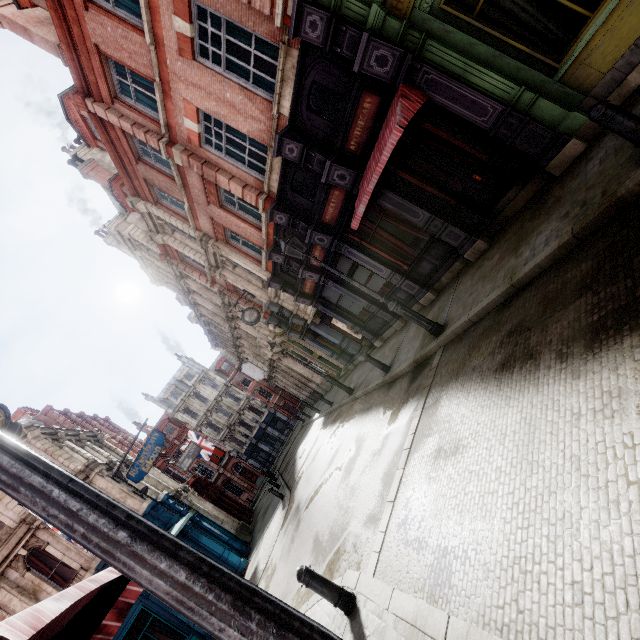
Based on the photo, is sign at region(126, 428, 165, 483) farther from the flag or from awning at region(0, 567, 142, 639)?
awning at region(0, 567, 142, 639)

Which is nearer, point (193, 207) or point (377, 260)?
point (377, 260)

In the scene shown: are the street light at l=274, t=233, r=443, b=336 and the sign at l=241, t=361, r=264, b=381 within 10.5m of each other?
no

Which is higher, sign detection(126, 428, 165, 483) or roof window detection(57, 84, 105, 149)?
roof window detection(57, 84, 105, 149)

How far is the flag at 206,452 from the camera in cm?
3130

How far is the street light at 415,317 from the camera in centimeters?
804cm

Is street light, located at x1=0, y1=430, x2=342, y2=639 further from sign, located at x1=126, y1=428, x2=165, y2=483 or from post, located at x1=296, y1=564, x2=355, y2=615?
sign, located at x1=126, y1=428, x2=165, y2=483

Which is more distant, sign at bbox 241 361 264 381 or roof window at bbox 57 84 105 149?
sign at bbox 241 361 264 381
